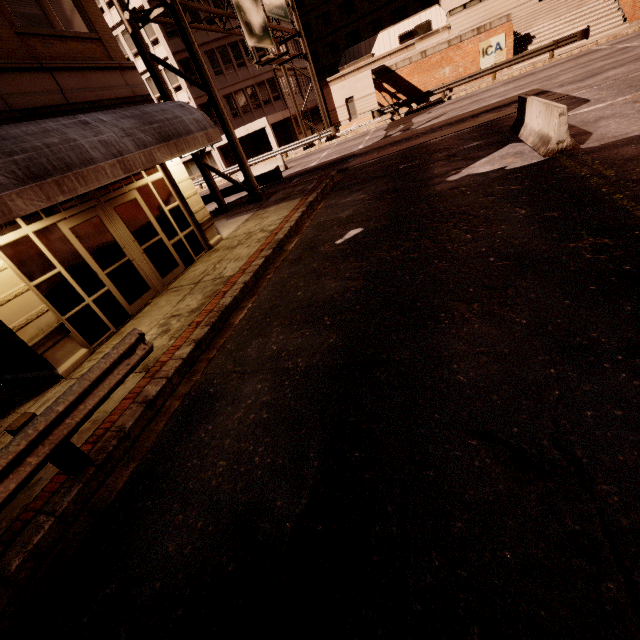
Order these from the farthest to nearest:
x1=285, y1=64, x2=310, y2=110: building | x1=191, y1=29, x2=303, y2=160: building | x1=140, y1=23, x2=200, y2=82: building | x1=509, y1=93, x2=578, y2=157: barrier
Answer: x1=285, y1=64, x2=310, y2=110: building, x1=191, y1=29, x2=303, y2=160: building, x1=140, y1=23, x2=200, y2=82: building, x1=509, y1=93, x2=578, y2=157: barrier

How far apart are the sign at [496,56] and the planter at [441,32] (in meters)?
2.55

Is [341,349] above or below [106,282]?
below

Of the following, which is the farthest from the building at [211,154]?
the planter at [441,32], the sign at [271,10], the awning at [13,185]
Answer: the awning at [13,185]

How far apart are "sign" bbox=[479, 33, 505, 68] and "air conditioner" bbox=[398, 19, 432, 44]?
12.7m

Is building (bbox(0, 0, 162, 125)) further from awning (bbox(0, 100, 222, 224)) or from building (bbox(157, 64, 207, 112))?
building (bbox(157, 64, 207, 112))

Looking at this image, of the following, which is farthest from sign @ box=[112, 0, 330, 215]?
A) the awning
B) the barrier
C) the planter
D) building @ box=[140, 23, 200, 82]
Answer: the barrier

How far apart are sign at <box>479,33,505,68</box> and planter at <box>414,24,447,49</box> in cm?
255
